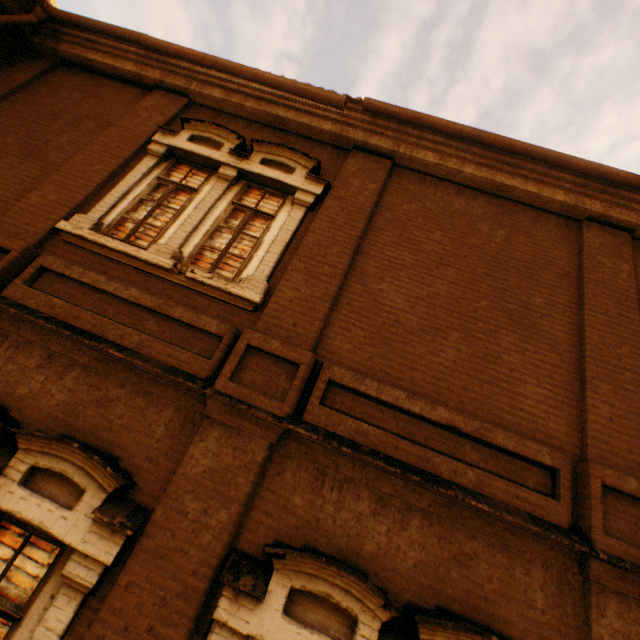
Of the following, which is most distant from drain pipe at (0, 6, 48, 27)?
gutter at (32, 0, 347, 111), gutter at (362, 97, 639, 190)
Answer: gutter at (362, 97, 639, 190)

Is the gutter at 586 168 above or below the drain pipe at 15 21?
above

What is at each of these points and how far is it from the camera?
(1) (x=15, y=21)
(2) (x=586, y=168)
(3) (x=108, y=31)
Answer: (1) drain pipe, 5.7 meters
(2) gutter, 4.8 meters
(3) gutter, 5.7 meters

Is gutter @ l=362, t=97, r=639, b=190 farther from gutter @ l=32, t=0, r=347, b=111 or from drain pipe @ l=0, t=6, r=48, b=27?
drain pipe @ l=0, t=6, r=48, b=27

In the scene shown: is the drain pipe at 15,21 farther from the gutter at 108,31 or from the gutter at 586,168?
the gutter at 586,168

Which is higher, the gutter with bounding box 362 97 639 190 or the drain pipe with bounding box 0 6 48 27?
the gutter with bounding box 362 97 639 190
